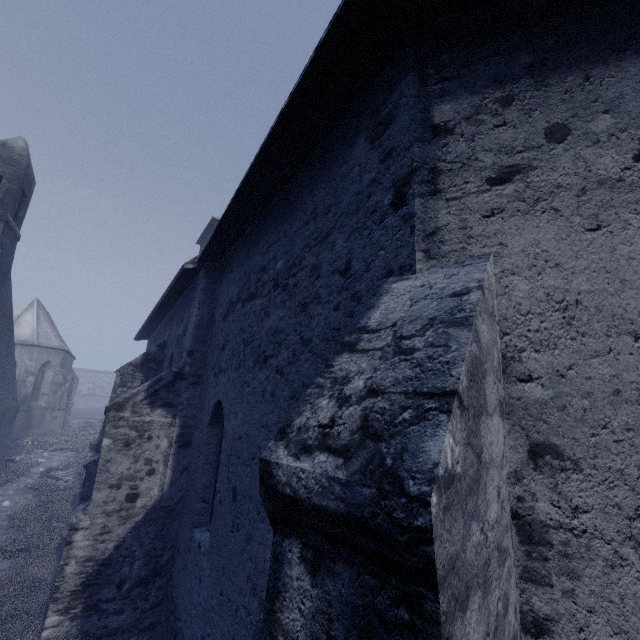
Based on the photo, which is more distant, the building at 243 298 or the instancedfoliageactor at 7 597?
the instancedfoliageactor at 7 597

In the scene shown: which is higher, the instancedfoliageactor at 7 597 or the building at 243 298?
the building at 243 298

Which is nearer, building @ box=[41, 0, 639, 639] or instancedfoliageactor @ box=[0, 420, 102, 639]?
building @ box=[41, 0, 639, 639]

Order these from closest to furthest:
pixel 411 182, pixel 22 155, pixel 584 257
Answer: pixel 584 257, pixel 411 182, pixel 22 155

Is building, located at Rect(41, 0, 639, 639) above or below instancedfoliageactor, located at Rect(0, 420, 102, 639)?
above
